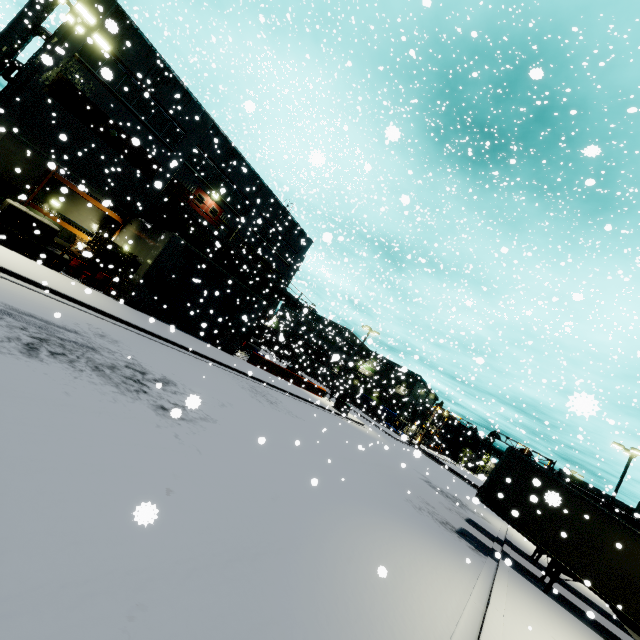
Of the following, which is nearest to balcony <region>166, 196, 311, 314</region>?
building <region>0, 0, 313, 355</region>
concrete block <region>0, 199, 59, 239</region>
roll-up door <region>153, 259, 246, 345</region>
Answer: building <region>0, 0, 313, 355</region>

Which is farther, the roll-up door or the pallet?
the roll-up door

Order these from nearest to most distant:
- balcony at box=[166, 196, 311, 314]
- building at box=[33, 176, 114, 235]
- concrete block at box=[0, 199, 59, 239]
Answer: concrete block at box=[0, 199, 59, 239], building at box=[33, 176, 114, 235], balcony at box=[166, 196, 311, 314]

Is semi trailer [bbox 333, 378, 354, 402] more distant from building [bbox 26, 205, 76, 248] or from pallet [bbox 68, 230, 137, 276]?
pallet [bbox 68, 230, 137, 276]

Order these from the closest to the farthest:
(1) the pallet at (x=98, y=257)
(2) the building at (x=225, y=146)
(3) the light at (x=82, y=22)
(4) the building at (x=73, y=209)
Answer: (3) the light at (x=82, y=22)
(1) the pallet at (x=98, y=257)
(2) the building at (x=225, y=146)
(4) the building at (x=73, y=209)

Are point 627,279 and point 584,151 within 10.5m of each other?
no

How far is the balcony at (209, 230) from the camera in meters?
24.1 m

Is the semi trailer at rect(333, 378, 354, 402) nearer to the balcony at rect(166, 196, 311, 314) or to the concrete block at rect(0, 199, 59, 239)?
the balcony at rect(166, 196, 311, 314)
